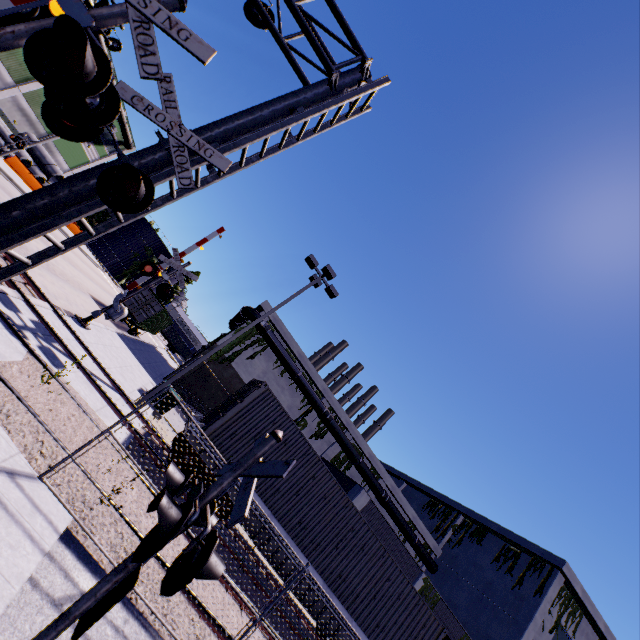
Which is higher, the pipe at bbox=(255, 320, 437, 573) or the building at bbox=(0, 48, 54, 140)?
the pipe at bbox=(255, 320, 437, 573)

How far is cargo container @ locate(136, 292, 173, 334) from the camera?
26.1 meters

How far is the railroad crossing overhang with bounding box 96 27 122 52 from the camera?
14.2 meters

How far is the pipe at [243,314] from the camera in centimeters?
2789cm

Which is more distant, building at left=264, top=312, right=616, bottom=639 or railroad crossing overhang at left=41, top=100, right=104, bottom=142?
building at left=264, top=312, right=616, bottom=639

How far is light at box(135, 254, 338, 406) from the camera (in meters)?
12.84

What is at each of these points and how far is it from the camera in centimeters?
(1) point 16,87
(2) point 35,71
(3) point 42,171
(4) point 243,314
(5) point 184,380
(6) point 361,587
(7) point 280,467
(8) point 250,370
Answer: (1) building, 3306cm
(2) railroad crossing gate, 324cm
(3) concrete pipe stack, 3756cm
(4) pipe, 2883cm
(5) building, 2655cm
(6) cargo container, 1171cm
(7) railroad crossing sign, 228cm
(8) building, 2861cm

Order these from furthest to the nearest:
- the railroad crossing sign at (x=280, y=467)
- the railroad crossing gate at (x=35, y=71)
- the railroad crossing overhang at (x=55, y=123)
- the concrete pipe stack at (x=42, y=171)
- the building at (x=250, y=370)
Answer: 1. the concrete pipe stack at (x=42, y=171)
2. the building at (x=250, y=370)
3. the railroad crossing overhang at (x=55, y=123)
4. the railroad crossing gate at (x=35, y=71)
5. the railroad crossing sign at (x=280, y=467)
